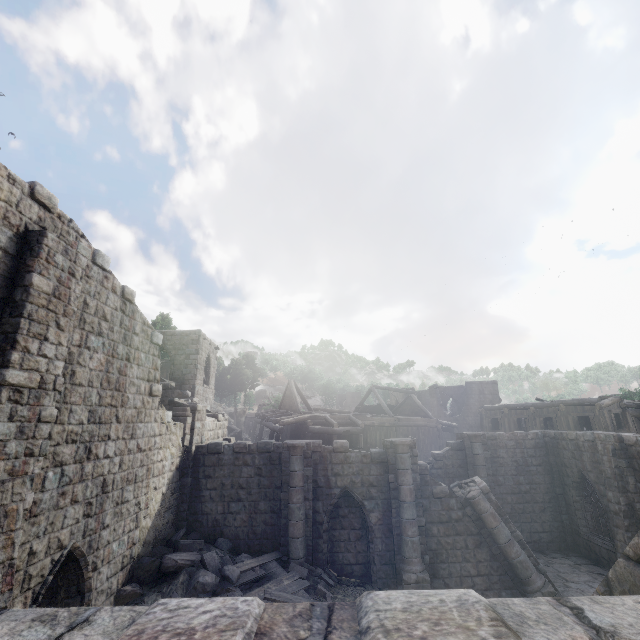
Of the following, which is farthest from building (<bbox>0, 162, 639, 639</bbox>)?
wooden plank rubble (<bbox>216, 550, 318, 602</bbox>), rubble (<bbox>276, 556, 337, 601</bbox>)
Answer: wooden plank rubble (<bbox>216, 550, 318, 602</bbox>)

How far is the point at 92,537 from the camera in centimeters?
862cm

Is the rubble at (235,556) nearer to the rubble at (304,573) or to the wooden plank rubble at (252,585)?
the wooden plank rubble at (252,585)

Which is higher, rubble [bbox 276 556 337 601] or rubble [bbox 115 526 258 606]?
rubble [bbox 115 526 258 606]

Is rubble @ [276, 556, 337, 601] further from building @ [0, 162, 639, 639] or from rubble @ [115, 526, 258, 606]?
rubble @ [115, 526, 258, 606]

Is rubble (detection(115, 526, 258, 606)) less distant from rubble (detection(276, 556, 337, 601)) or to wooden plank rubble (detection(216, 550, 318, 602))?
wooden plank rubble (detection(216, 550, 318, 602))

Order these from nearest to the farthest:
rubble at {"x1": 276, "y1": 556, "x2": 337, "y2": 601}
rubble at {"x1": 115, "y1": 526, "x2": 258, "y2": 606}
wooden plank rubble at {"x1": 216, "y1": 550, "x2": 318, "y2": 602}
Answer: rubble at {"x1": 115, "y1": 526, "x2": 258, "y2": 606} < wooden plank rubble at {"x1": 216, "y1": 550, "x2": 318, "y2": 602} < rubble at {"x1": 276, "y1": 556, "x2": 337, "y2": 601}

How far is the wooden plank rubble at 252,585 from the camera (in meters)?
10.55
